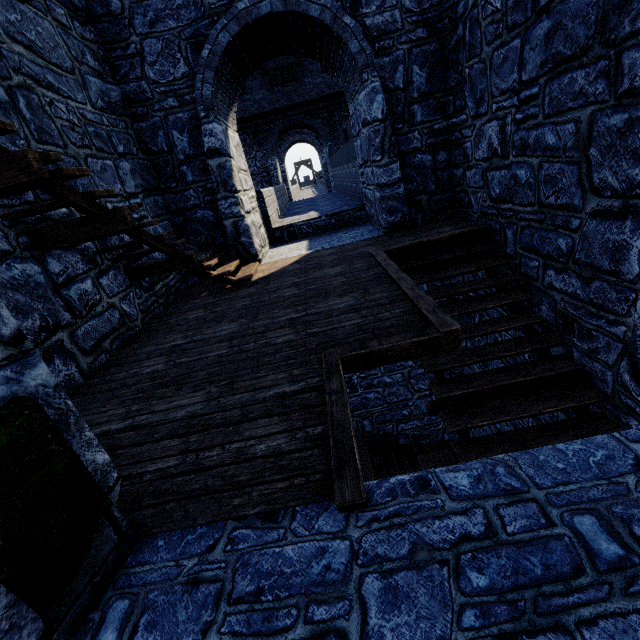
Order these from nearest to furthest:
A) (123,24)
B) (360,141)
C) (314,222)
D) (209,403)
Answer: (209,403) < (123,24) < (360,141) < (314,222)
